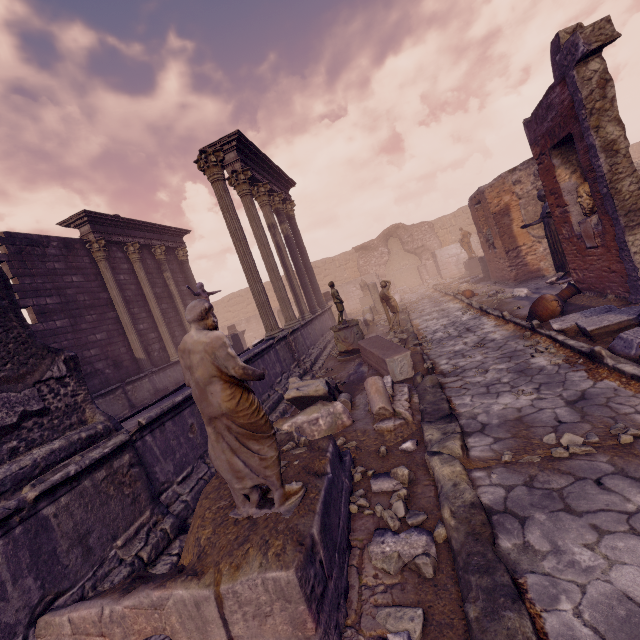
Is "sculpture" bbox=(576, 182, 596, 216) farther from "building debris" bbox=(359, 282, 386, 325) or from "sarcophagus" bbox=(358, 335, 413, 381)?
"building debris" bbox=(359, 282, 386, 325)

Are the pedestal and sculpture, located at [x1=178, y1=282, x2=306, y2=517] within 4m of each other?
no

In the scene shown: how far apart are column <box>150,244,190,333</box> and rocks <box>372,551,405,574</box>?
14.68m

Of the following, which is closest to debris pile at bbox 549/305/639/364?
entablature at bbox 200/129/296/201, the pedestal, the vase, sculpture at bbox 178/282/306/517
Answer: the vase

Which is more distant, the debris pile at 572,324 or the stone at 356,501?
the debris pile at 572,324

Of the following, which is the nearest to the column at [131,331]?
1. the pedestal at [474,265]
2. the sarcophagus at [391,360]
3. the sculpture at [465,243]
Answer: the sarcophagus at [391,360]

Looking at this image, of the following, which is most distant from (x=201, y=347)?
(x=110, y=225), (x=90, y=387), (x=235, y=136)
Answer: (x=110, y=225)

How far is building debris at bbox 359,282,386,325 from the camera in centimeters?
1513cm
